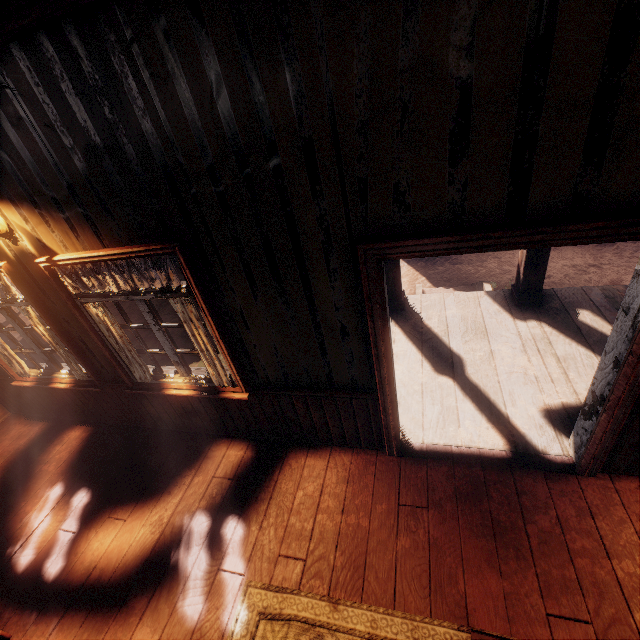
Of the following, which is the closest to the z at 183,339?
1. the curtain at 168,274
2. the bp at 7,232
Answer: the curtain at 168,274

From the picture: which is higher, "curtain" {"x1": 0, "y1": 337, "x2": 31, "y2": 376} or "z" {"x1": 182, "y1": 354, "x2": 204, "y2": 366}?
"curtain" {"x1": 0, "y1": 337, "x2": 31, "y2": 376}

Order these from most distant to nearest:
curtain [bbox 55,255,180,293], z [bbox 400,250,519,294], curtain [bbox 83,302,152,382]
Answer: z [bbox 400,250,519,294]
curtain [bbox 83,302,152,382]
curtain [bbox 55,255,180,293]

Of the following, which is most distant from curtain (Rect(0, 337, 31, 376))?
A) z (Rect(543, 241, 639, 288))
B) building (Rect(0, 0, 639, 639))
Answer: z (Rect(543, 241, 639, 288))

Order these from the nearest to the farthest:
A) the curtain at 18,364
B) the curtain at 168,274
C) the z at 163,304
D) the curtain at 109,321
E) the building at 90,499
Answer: the building at 90,499 → the curtain at 168,274 → the curtain at 109,321 → the curtain at 18,364 → the z at 163,304

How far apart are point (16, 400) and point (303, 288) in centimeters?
526cm

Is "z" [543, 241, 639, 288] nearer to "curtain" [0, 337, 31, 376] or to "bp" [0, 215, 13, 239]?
"curtain" [0, 337, 31, 376]
